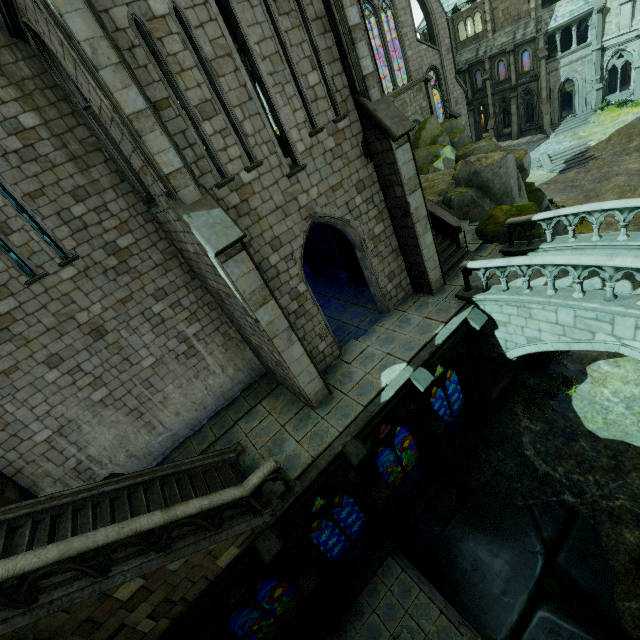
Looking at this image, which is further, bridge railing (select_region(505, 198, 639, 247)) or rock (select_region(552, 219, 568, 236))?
rock (select_region(552, 219, 568, 236))

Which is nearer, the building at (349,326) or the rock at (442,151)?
the building at (349,326)

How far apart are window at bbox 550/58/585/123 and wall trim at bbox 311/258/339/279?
35.10m

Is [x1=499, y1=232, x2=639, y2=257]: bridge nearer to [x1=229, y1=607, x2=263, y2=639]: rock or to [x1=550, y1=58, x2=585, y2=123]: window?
[x1=229, y1=607, x2=263, y2=639]: rock

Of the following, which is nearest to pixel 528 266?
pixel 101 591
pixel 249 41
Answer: pixel 249 41

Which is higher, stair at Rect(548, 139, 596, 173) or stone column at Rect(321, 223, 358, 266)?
stone column at Rect(321, 223, 358, 266)

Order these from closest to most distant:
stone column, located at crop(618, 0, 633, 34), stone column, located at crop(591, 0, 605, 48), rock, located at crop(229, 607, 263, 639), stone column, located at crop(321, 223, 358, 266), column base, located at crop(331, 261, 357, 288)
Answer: rock, located at crop(229, 607, 263, 639) → stone column, located at crop(321, 223, 358, 266) → column base, located at crop(331, 261, 357, 288) → stone column, located at crop(618, 0, 633, 34) → stone column, located at crop(591, 0, 605, 48)

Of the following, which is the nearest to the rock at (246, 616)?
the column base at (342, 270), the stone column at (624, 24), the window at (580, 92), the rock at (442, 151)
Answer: the rock at (442, 151)
